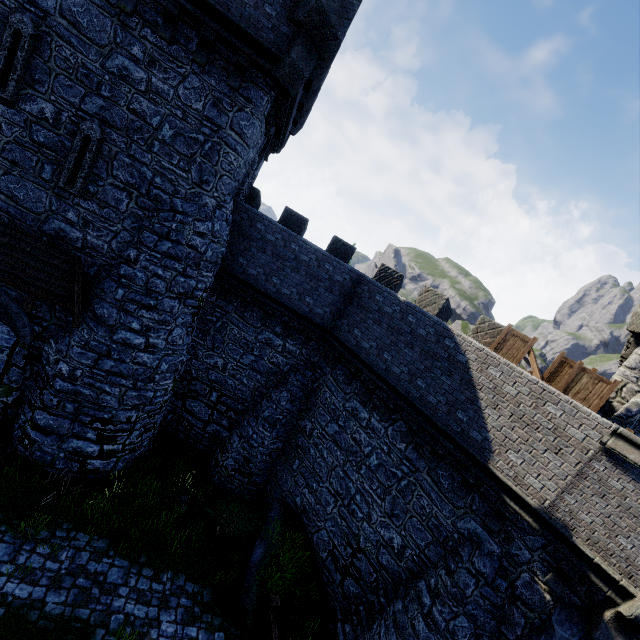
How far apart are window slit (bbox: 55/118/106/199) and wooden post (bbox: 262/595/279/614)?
13.27m

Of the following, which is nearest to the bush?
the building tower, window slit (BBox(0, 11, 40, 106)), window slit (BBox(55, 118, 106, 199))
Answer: the building tower

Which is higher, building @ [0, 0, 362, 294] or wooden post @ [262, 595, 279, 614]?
building @ [0, 0, 362, 294]

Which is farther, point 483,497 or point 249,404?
point 249,404

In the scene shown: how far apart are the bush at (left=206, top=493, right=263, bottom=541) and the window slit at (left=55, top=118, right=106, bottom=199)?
11.1m

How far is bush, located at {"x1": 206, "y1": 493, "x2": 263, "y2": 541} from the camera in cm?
1165

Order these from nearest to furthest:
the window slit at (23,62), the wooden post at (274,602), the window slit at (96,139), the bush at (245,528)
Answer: the window slit at (23,62) < the window slit at (96,139) < the wooden post at (274,602) < the bush at (245,528)

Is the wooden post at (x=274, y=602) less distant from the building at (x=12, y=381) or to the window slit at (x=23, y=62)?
the building at (x=12, y=381)
